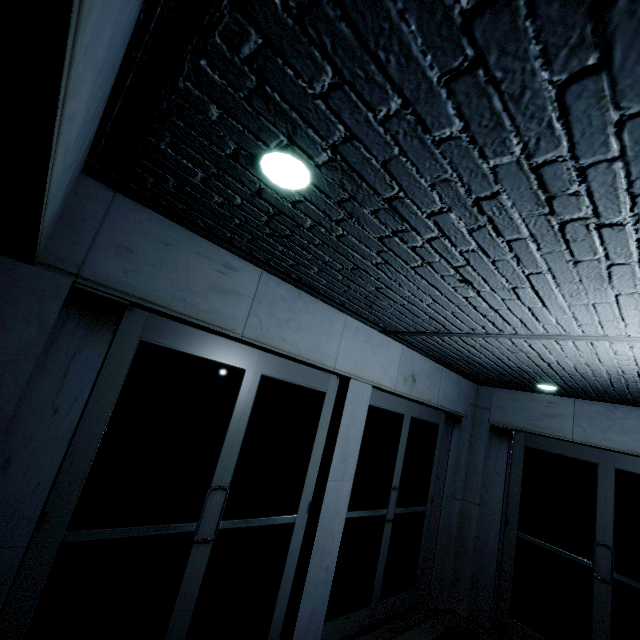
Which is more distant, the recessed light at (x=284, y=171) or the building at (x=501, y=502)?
the recessed light at (x=284, y=171)

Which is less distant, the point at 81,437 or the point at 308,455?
the point at 81,437

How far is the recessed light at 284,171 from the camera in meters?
1.4 m

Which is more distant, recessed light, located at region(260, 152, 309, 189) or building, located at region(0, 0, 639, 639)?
recessed light, located at region(260, 152, 309, 189)

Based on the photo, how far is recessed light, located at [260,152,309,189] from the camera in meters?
1.4 m
